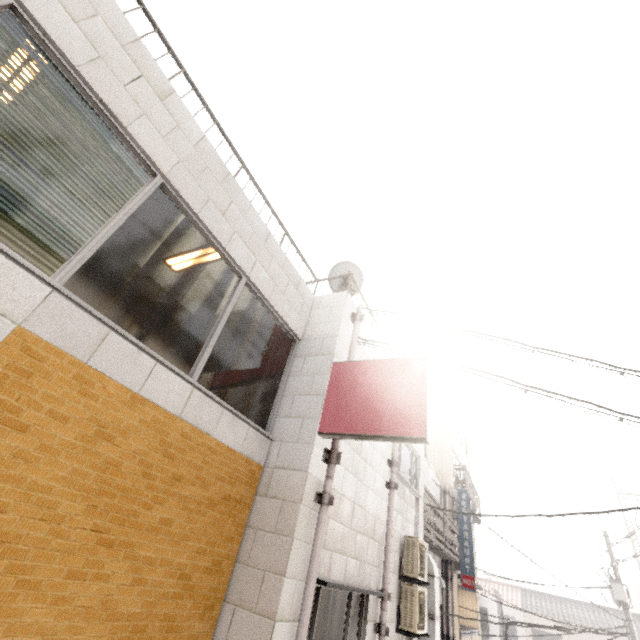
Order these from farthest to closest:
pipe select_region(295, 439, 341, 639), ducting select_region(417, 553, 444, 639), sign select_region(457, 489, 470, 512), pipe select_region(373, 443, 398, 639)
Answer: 1. sign select_region(457, 489, 470, 512)
2. ducting select_region(417, 553, 444, 639)
3. pipe select_region(373, 443, 398, 639)
4. pipe select_region(295, 439, 341, 639)

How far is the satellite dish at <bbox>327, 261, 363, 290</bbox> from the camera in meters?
6.2 m

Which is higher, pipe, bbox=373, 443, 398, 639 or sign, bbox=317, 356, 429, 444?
sign, bbox=317, 356, 429, 444

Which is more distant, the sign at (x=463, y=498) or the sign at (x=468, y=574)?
the sign at (x=463, y=498)

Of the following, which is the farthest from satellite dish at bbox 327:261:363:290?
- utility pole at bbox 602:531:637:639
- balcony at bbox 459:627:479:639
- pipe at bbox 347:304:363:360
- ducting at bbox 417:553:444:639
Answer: utility pole at bbox 602:531:637:639

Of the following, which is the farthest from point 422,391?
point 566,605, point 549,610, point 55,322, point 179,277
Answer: point 566,605

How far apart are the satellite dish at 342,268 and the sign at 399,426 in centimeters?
189cm

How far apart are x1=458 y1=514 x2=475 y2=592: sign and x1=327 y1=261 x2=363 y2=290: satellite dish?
11.44m
